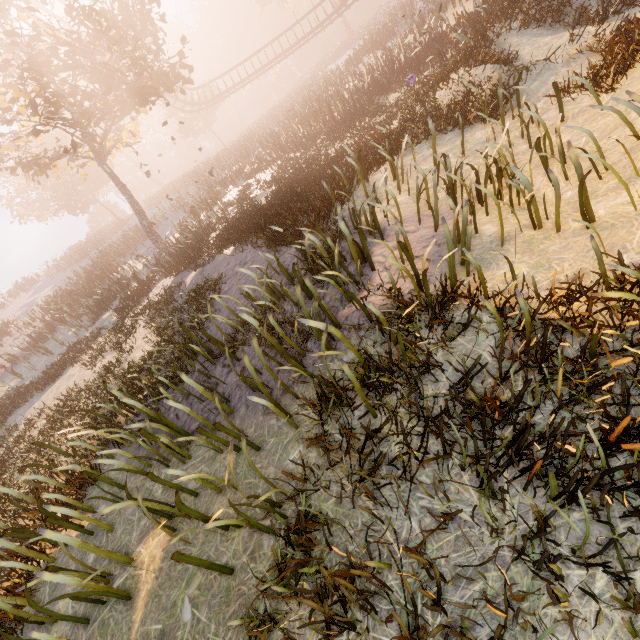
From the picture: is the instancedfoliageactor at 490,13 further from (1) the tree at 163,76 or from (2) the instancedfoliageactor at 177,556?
(1) the tree at 163,76

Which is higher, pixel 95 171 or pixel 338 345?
pixel 95 171

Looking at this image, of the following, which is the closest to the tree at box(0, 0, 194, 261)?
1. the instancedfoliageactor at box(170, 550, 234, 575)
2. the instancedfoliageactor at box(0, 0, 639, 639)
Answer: the instancedfoliageactor at box(170, 550, 234, 575)

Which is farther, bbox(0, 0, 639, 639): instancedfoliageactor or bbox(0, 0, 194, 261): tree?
bbox(0, 0, 194, 261): tree

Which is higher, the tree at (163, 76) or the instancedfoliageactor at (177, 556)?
the tree at (163, 76)

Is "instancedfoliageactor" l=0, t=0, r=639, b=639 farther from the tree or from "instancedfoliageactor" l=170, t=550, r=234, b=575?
the tree

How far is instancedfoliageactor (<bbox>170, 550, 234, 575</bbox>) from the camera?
2.6m
